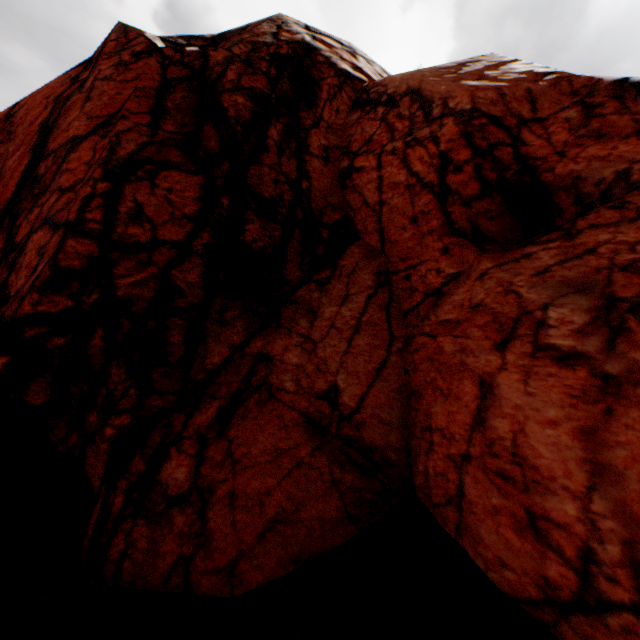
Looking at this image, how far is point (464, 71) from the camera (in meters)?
6.72
